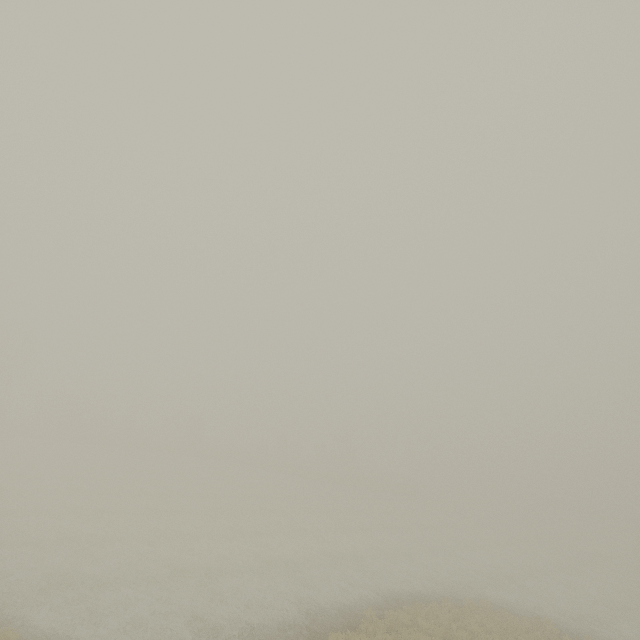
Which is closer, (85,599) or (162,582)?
(85,599)
